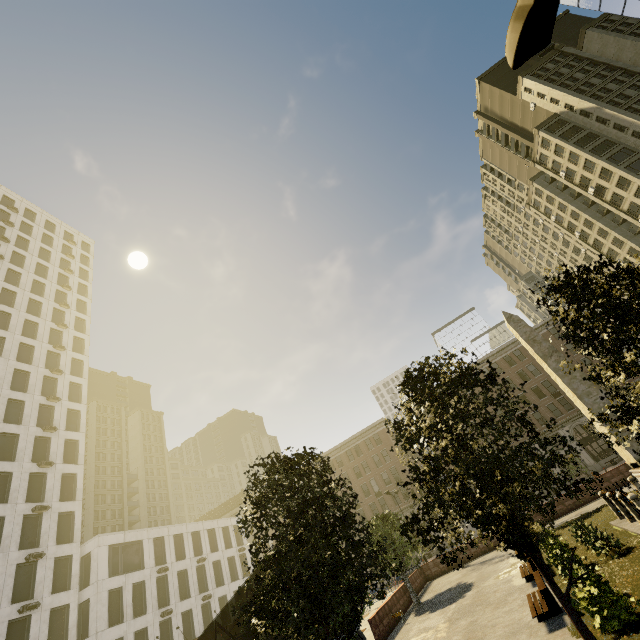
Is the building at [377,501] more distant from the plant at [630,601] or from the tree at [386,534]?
the plant at [630,601]

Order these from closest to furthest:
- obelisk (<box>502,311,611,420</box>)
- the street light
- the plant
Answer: the street light < the plant < obelisk (<box>502,311,611,420</box>)

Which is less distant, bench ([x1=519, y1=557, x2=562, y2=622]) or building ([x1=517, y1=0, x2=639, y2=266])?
bench ([x1=519, y1=557, x2=562, y2=622])

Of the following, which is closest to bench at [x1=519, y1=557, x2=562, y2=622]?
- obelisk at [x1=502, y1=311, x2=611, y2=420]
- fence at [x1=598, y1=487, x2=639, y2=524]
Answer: fence at [x1=598, y1=487, x2=639, y2=524]

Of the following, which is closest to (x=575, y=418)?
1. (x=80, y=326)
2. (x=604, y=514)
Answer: (x=604, y=514)

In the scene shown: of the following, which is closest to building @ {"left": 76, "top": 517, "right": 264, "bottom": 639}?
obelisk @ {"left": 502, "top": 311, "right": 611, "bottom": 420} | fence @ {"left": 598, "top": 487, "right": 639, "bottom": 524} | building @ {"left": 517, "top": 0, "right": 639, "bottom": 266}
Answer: building @ {"left": 517, "top": 0, "right": 639, "bottom": 266}

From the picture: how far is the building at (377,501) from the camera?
51.0 meters

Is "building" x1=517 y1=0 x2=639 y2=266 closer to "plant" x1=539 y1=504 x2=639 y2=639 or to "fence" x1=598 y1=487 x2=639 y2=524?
"plant" x1=539 y1=504 x2=639 y2=639
